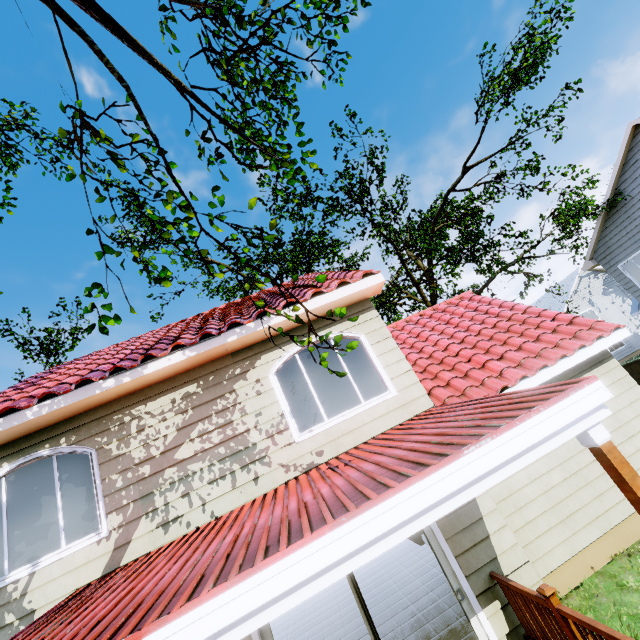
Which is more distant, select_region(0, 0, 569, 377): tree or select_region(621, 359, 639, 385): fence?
select_region(621, 359, 639, 385): fence

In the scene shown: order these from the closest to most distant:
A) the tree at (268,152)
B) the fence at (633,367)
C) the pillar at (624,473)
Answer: the pillar at (624,473)
the tree at (268,152)
the fence at (633,367)

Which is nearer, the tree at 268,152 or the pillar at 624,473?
the pillar at 624,473

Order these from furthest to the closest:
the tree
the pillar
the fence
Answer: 1. the fence
2. the tree
3. the pillar

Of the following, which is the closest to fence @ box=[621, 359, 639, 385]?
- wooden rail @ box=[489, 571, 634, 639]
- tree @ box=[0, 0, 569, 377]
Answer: tree @ box=[0, 0, 569, 377]

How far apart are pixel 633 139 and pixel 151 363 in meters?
19.1 m

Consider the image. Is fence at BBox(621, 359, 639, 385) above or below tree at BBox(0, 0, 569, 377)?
below

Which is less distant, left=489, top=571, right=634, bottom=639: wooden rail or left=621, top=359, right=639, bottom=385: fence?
left=489, top=571, right=634, bottom=639: wooden rail
